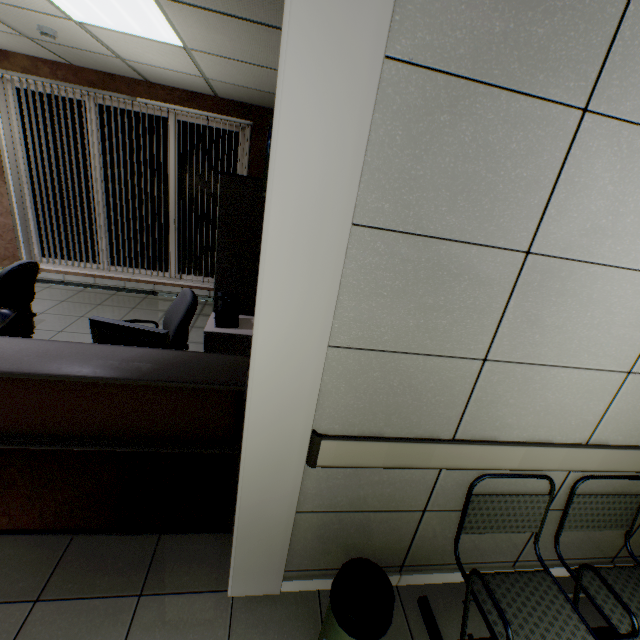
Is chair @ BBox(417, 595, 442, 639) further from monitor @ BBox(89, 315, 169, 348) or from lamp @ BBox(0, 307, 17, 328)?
lamp @ BBox(0, 307, 17, 328)

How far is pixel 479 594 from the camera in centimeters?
161cm

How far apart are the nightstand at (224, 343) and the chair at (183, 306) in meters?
0.3 m

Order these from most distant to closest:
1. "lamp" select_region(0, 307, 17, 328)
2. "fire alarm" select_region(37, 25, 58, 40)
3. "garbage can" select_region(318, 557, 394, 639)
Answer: "fire alarm" select_region(37, 25, 58, 40)
"lamp" select_region(0, 307, 17, 328)
"garbage can" select_region(318, 557, 394, 639)

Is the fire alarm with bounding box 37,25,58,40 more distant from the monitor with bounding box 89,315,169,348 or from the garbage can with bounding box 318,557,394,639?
the garbage can with bounding box 318,557,394,639

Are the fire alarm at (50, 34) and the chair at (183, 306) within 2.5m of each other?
no

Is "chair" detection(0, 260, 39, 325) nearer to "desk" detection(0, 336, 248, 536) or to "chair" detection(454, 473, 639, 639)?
"desk" detection(0, 336, 248, 536)

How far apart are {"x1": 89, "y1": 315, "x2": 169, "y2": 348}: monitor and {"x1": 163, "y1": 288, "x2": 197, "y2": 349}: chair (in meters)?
0.20
